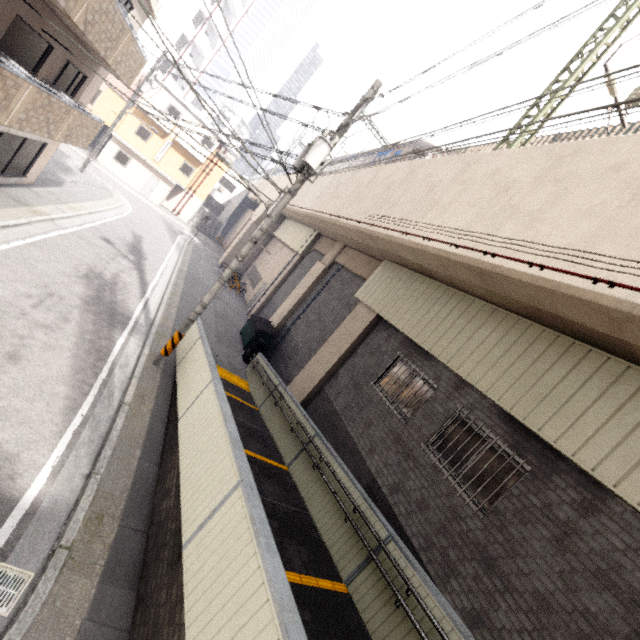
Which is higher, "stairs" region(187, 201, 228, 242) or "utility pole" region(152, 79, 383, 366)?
"utility pole" region(152, 79, 383, 366)

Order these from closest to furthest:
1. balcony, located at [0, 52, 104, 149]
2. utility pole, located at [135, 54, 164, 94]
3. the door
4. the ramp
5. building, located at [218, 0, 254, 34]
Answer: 1. the ramp
2. balcony, located at [0, 52, 104, 149]
3. utility pole, located at [135, 54, 164, 94]
4. the door
5. building, located at [218, 0, 254, 34]

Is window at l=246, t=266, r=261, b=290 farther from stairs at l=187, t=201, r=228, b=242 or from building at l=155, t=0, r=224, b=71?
building at l=155, t=0, r=224, b=71

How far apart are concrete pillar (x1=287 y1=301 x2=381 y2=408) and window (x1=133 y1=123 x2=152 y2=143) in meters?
29.6

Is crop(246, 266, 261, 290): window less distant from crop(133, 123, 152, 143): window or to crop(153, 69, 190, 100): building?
crop(133, 123, 152, 143): window

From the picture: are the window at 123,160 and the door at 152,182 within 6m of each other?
yes

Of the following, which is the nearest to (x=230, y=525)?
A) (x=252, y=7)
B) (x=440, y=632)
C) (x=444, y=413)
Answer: (x=440, y=632)

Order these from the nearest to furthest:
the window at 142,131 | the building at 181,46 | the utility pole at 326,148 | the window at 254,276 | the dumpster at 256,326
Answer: the utility pole at 326,148 → the dumpster at 256,326 → the window at 254,276 → the window at 142,131 → the building at 181,46
